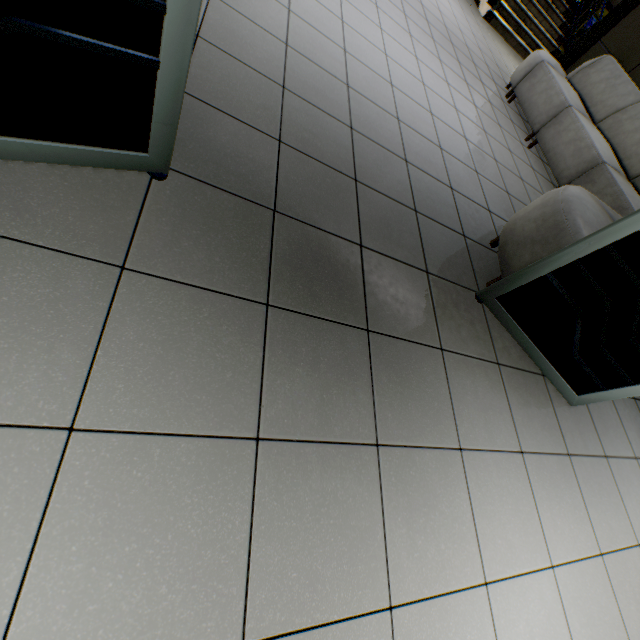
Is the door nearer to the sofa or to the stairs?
→ the sofa

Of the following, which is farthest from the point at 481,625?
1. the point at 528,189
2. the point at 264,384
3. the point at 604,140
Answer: the point at 604,140

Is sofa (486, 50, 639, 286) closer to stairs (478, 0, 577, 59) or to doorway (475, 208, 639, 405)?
doorway (475, 208, 639, 405)

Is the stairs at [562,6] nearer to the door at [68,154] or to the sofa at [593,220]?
the sofa at [593,220]

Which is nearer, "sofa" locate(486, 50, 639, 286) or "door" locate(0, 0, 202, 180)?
"door" locate(0, 0, 202, 180)

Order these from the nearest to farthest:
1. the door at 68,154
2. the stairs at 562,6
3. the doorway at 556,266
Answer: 1. the door at 68,154
2. the doorway at 556,266
3. the stairs at 562,6

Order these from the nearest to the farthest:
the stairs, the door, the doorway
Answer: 1. the door
2. the doorway
3. the stairs
